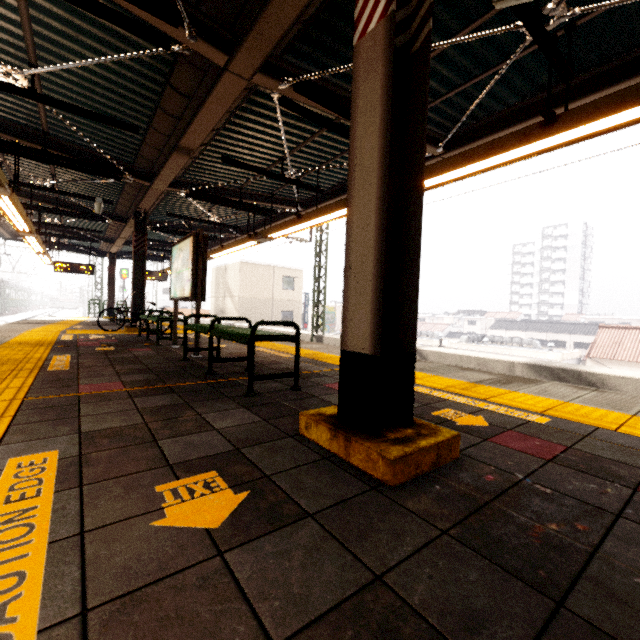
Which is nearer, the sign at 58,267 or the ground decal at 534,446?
the ground decal at 534,446

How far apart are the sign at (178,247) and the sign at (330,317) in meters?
32.4 m

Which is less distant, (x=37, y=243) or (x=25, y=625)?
(x=25, y=625)

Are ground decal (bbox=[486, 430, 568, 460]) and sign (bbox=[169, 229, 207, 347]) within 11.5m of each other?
yes

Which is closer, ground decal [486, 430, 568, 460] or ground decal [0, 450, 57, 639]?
ground decal [0, 450, 57, 639]

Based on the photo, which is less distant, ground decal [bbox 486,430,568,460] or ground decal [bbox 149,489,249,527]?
ground decal [bbox 149,489,249,527]

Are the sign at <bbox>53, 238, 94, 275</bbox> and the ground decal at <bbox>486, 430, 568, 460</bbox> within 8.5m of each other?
no

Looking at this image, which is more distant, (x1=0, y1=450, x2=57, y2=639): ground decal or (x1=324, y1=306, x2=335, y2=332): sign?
(x1=324, y1=306, x2=335, y2=332): sign
